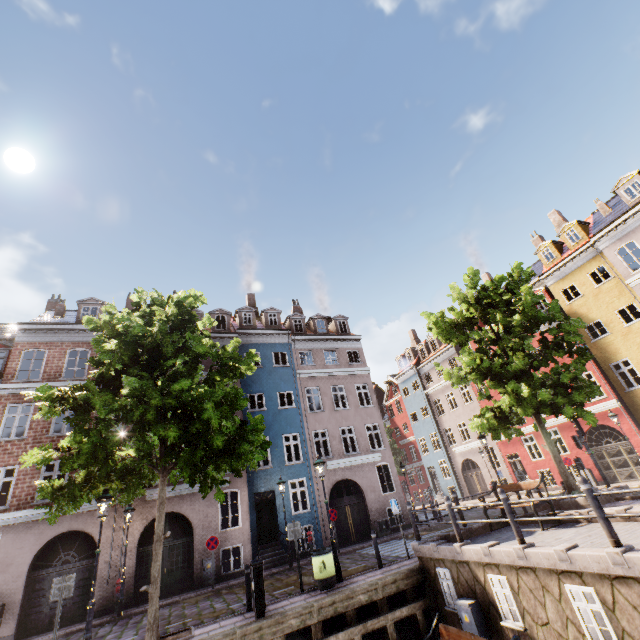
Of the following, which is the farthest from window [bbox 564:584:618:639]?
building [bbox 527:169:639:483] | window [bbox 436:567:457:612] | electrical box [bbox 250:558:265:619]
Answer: building [bbox 527:169:639:483]

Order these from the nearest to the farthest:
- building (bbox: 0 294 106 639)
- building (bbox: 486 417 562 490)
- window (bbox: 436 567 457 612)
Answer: window (bbox: 436 567 457 612) < building (bbox: 0 294 106 639) < building (bbox: 486 417 562 490)

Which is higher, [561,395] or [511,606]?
[561,395]

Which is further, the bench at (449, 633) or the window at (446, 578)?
the window at (446, 578)

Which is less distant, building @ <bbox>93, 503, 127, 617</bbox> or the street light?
the street light

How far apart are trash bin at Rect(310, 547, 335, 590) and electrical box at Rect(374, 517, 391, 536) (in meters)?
9.59

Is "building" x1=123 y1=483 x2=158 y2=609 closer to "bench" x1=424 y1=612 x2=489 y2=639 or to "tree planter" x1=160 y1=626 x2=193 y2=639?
"tree planter" x1=160 y1=626 x2=193 y2=639

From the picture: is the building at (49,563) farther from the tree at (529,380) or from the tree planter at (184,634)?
the tree planter at (184,634)
